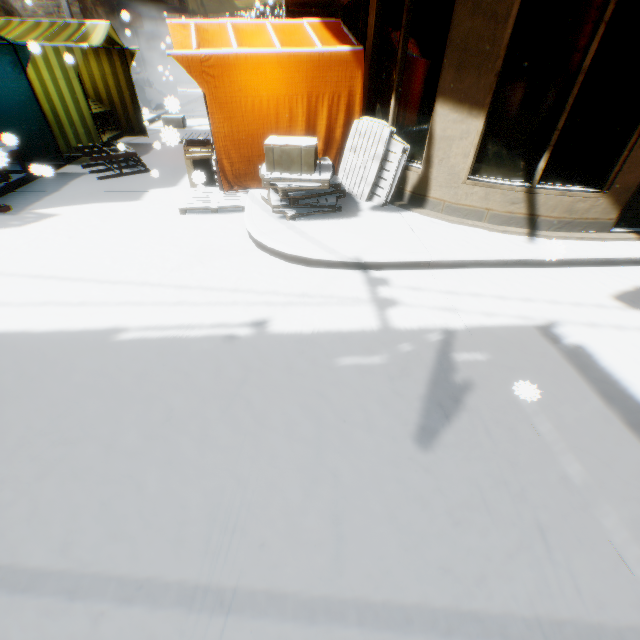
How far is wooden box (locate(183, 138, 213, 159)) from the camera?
5.98m

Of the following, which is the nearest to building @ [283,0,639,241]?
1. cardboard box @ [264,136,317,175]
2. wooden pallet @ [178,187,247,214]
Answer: cardboard box @ [264,136,317,175]

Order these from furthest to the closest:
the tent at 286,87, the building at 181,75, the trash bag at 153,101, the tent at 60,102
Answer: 1. the building at 181,75
2. the trash bag at 153,101
3. the tent at 60,102
4. the tent at 286,87

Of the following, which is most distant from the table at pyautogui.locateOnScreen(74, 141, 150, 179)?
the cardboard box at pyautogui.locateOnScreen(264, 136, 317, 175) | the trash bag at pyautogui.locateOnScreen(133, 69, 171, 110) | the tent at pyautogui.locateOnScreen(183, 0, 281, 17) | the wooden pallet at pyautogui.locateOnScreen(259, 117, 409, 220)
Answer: the trash bag at pyautogui.locateOnScreen(133, 69, 171, 110)

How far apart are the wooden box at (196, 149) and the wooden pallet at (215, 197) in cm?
52

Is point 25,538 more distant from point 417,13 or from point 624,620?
point 417,13

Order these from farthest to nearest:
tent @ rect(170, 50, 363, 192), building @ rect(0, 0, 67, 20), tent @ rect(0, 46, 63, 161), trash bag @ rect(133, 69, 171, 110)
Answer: trash bag @ rect(133, 69, 171, 110), building @ rect(0, 0, 67, 20), tent @ rect(0, 46, 63, 161), tent @ rect(170, 50, 363, 192)

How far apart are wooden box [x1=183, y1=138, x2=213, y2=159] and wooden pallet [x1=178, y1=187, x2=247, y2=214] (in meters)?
0.52
